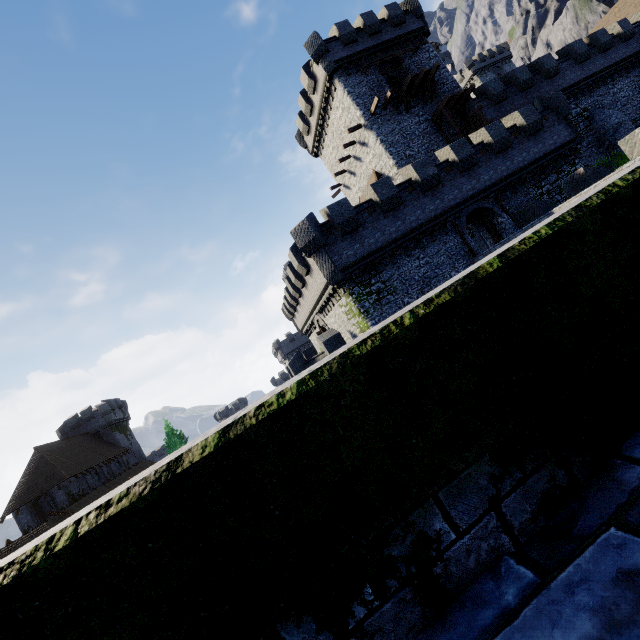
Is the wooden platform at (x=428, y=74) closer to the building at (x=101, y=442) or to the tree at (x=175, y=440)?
the building at (x=101, y=442)

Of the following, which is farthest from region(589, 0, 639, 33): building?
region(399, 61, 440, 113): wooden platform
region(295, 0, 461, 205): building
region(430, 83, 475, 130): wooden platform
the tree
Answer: the tree

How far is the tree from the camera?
52.34m

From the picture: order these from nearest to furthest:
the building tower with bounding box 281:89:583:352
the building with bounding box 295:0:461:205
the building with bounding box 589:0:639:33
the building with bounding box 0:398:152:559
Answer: the building tower with bounding box 281:89:583:352 < the building with bounding box 295:0:461:205 < the building with bounding box 0:398:152:559 < the building with bounding box 589:0:639:33

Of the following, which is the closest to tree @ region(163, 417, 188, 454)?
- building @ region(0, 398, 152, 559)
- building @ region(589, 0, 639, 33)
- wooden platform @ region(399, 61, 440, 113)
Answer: building @ region(0, 398, 152, 559)

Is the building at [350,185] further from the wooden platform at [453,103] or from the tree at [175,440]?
the tree at [175,440]

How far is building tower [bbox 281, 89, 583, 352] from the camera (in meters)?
18.03

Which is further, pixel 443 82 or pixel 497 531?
pixel 443 82
